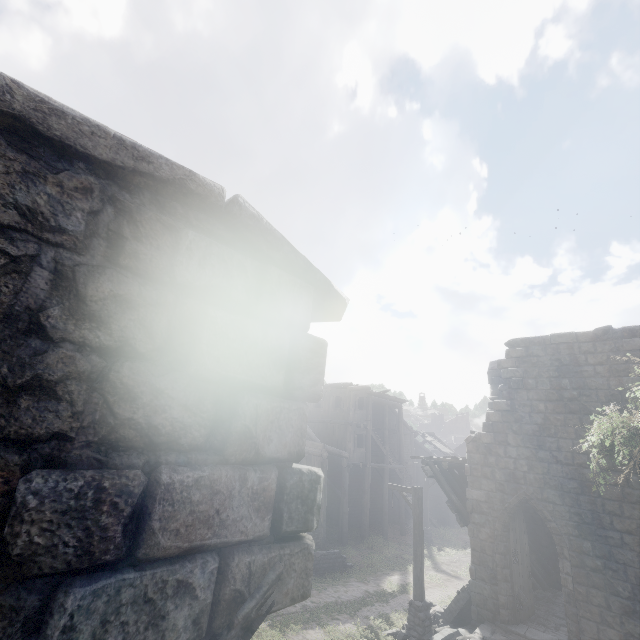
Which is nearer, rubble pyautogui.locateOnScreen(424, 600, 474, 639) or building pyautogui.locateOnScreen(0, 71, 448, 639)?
building pyautogui.locateOnScreen(0, 71, 448, 639)

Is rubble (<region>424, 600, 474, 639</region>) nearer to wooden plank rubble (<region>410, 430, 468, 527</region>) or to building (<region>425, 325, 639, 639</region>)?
building (<region>425, 325, 639, 639</region>)

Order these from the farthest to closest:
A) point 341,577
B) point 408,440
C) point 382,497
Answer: point 408,440 → point 382,497 → point 341,577

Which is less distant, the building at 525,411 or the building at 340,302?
the building at 340,302

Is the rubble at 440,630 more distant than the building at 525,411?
Yes

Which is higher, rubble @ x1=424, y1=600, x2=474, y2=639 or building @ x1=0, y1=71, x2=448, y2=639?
building @ x1=0, y1=71, x2=448, y2=639

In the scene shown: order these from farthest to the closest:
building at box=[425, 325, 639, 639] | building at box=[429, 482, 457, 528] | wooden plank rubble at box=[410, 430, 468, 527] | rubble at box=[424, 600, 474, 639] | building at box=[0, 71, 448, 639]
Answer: building at box=[429, 482, 457, 528] < wooden plank rubble at box=[410, 430, 468, 527] < rubble at box=[424, 600, 474, 639] < building at box=[425, 325, 639, 639] < building at box=[0, 71, 448, 639]

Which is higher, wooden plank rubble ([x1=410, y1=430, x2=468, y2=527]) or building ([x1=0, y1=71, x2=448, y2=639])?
building ([x1=0, y1=71, x2=448, y2=639])
